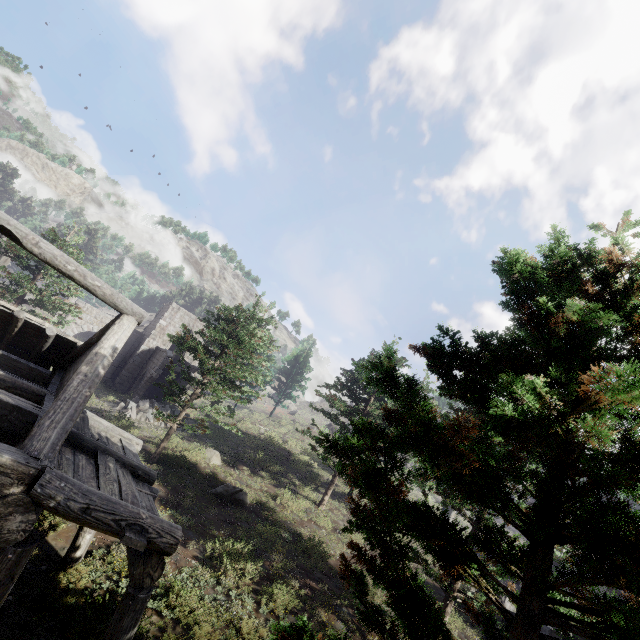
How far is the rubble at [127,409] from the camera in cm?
2141

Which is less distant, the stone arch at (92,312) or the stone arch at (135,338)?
the stone arch at (92,312)

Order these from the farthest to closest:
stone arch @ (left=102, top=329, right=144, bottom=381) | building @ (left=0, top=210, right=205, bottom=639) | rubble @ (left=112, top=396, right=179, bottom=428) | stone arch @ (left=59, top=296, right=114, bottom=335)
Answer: stone arch @ (left=102, top=329, right=144, bottom=381) → stone arch @ (left=59, top=296, right=114, bottom=335) → rubble @ (left=112, top=396, right=179, bottom=428) → building @ (left=0, top=210, right=205, bottom=639)

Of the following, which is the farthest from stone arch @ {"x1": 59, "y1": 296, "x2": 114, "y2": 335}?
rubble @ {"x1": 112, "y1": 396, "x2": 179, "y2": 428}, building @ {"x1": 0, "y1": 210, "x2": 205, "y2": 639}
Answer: rubble @ {"x1": 112, "y1": 396, "x2": 179, "y2": 428}

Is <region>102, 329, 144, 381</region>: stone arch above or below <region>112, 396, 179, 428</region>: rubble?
above

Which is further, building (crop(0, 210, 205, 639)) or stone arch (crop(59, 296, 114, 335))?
stone arch (crop(59, 296, 114, 335))

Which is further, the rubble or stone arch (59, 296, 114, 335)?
stone arch (59, 296, 114, 335)

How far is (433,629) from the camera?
3.29m
